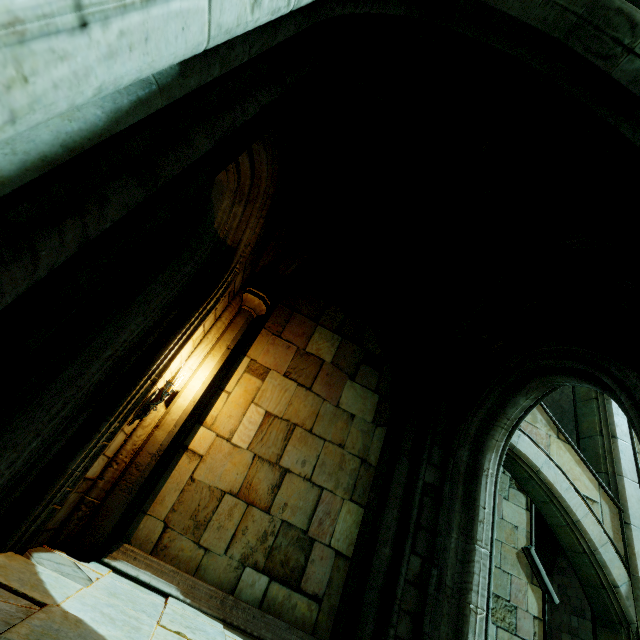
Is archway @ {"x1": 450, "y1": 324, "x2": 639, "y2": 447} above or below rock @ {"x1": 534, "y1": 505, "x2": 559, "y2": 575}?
below

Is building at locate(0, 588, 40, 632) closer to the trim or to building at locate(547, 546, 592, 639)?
the trim

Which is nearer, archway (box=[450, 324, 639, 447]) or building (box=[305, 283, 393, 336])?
archway (box=[450, 324, 639, 447])

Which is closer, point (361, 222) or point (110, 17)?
point (110, 17)

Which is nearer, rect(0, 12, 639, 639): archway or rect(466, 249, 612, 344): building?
rect(0, 12, 639, 639): archway

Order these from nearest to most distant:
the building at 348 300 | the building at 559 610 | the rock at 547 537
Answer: the building at 348 300 → the building at 559 610 → the rock at 547 537

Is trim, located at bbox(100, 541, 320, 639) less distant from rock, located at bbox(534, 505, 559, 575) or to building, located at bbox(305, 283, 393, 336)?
building, located at bbox(305, 283, 393, 336)

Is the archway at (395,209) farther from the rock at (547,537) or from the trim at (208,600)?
the rock at (547,537)
